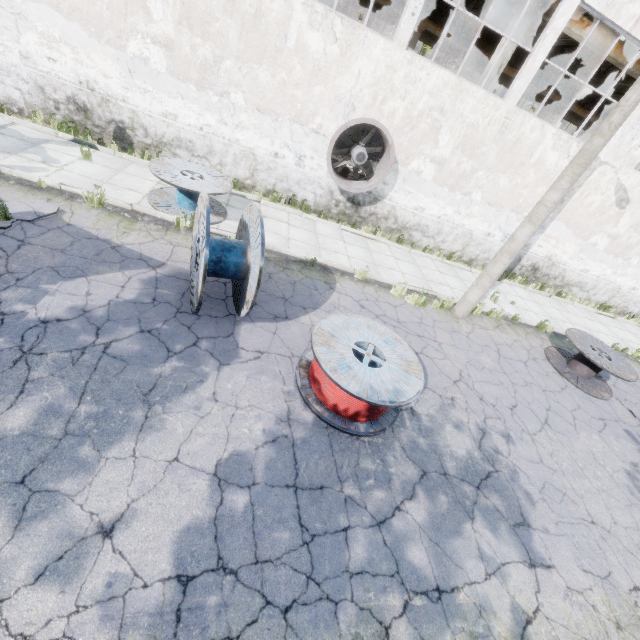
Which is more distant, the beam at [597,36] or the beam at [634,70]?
the beam at [634,70]

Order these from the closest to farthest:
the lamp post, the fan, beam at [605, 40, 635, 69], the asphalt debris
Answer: the asphalt debris → the lamp post → the fan → beam at [605, 40, 635, 69]

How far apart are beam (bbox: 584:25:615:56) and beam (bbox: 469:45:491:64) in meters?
11.8 m

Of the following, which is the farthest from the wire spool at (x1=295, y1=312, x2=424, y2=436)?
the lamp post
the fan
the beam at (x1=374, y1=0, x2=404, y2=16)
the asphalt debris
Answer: the beam at (x1=374, y1=0, x2=404, y2=16)

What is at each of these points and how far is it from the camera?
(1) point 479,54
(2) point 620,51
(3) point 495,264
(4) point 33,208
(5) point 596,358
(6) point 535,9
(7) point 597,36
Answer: (1) beam, 21.56m
(2) beam, 11.96m
(3) lamp post, 8.85m
(4) asphalt debris, 6.50m
(5) wire spool, 8.95m
(6) column, 10.74m
(7) beam, 11.62m

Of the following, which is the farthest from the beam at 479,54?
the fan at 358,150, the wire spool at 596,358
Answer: the wire spool at 596,358

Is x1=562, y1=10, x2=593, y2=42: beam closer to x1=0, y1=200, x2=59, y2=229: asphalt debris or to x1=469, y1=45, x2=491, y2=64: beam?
x1=0, y1=200, x2=59, y2=229: asphalt debris
